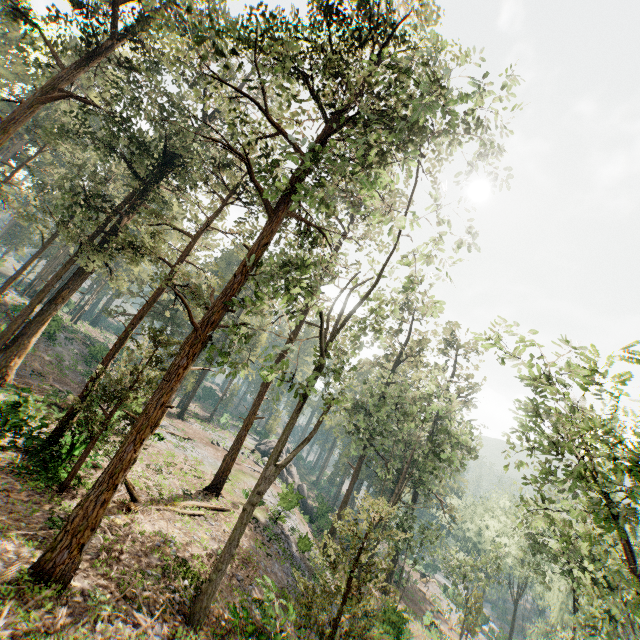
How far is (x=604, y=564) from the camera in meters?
22.4

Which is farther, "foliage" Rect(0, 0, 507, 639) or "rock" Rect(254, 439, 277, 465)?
"rock" Rect(254, 439, 277, 465)

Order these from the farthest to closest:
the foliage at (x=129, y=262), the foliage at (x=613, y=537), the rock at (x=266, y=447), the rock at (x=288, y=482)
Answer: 1. the rock at (x=266, y=447)
2. the rock at (x=288, y=482)
3. the foliage at (x=129, y=262)
4. the foliage at (x=613, y=537)

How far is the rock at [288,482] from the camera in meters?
24.5

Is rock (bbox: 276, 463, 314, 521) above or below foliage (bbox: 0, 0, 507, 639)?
below

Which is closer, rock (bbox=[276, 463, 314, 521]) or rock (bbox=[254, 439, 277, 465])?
rock (bbox=[276, 463, 314, 521])
